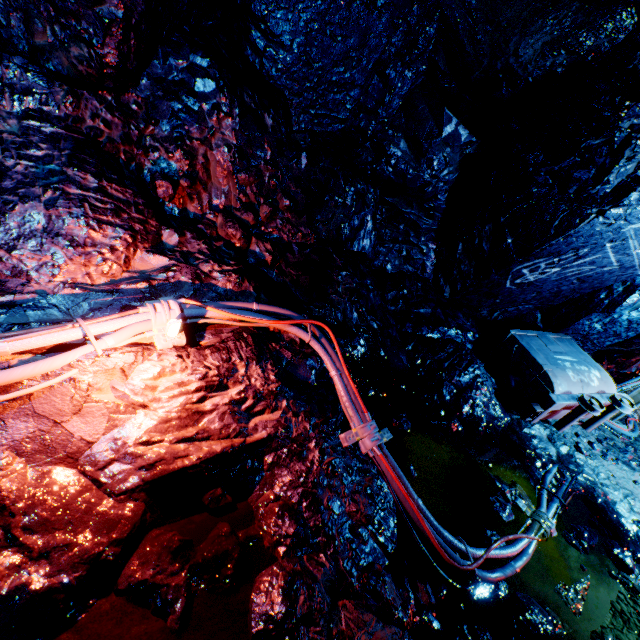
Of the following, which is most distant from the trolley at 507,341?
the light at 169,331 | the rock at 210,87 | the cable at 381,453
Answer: the light at 169,331

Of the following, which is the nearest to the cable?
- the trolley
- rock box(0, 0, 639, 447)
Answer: rock box(0, 0, 639, 447)

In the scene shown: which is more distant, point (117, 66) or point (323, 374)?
point (323, 374)

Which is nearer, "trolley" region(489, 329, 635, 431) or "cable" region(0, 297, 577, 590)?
"cable" region(0, 297, 577, 590)

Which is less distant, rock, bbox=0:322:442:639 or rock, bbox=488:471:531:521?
rock, bbox=0:322:442:639

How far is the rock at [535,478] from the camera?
3.50m

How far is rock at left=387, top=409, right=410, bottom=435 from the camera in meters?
3.3 m
